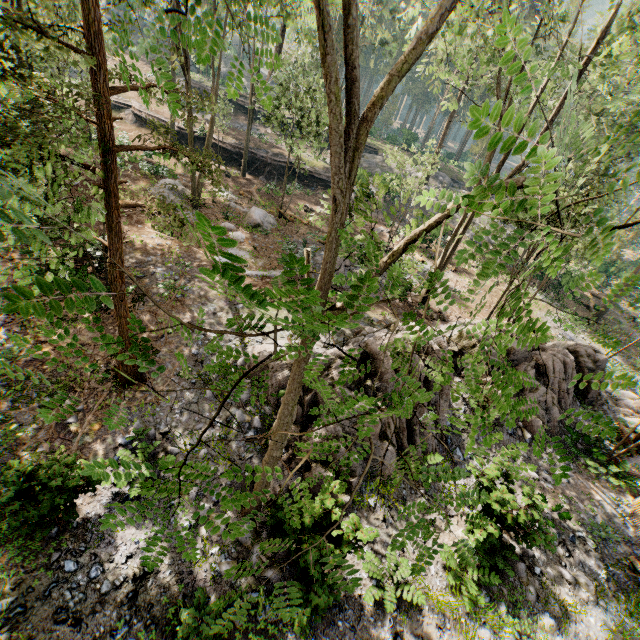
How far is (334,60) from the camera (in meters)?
3.04

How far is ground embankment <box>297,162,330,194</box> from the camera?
32.3m

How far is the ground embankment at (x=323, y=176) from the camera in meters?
32.3

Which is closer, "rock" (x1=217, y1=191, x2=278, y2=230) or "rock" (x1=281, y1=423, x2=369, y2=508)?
"rock" (x1=281, y1=423, x2=369, y2=508)

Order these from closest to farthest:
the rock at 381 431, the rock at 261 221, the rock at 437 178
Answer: the rock at 381 431
the rock at 261 221
the rock at 437 178

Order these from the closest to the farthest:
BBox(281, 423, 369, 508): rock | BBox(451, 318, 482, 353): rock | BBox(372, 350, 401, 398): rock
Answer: BBox(281, 423, 369, 508): rock, BBox(372, 350, 401, 398): rock, BBox(451, 318, 482, 353): rock

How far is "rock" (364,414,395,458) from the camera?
9.9m

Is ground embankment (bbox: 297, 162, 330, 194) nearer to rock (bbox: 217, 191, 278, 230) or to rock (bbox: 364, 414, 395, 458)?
rock (bbox: 217, 191, 278, 230)
